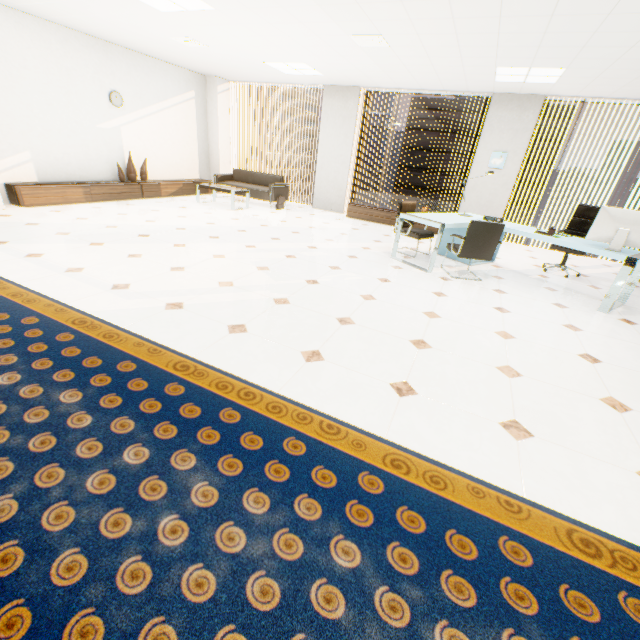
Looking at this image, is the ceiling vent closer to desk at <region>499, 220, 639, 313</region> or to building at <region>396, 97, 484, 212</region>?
desk at <region>499, 220, 639, 313</region>

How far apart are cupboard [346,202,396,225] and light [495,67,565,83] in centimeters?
273cm

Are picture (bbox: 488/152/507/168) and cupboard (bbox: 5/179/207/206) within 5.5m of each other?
no

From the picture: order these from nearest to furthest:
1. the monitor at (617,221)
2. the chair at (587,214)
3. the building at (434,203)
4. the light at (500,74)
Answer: the monitor at (617,221) → the light at (500,74) → the chair at (587,214) → the building at (434,203)

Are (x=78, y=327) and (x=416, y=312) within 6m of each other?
yes

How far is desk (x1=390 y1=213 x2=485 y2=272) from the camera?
4.8m

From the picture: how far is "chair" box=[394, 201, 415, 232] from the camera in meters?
5.7

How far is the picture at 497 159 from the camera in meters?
7.1
